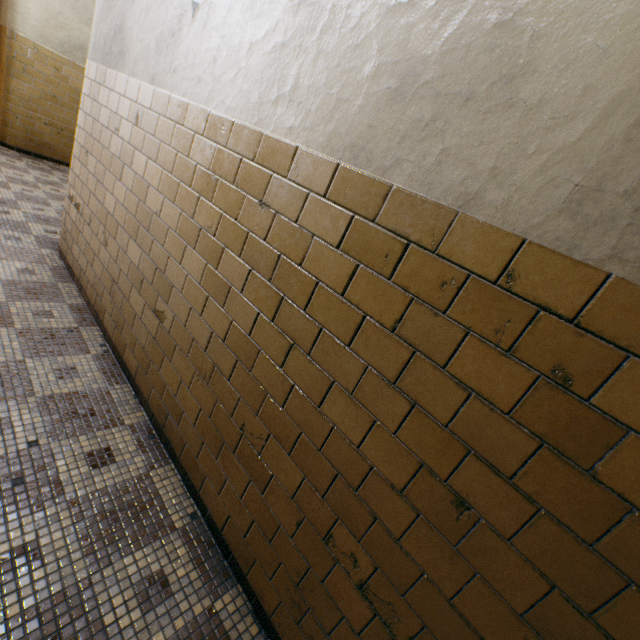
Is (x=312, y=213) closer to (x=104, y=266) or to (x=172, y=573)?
(x=172, y=573)
